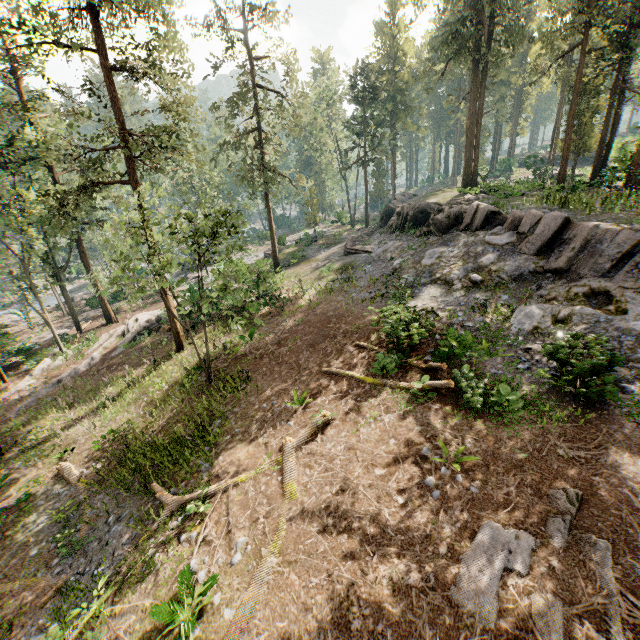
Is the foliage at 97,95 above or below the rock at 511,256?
above

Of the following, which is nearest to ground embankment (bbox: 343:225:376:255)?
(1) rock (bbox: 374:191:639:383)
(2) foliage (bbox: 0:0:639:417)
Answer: (1) rock (bbox: 374:191:639:383)

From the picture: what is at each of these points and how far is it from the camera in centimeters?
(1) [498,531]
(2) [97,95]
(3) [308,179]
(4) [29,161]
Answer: (1) foliage, 689cm
(2) foliage, 1562cm
(3) foliage, 2830cm
(4) foliage, 2342cm

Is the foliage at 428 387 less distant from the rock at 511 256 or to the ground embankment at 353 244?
the rock at 511 256

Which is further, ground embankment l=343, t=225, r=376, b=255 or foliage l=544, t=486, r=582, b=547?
ground embankment l=343, t=225, r=376, b=255
